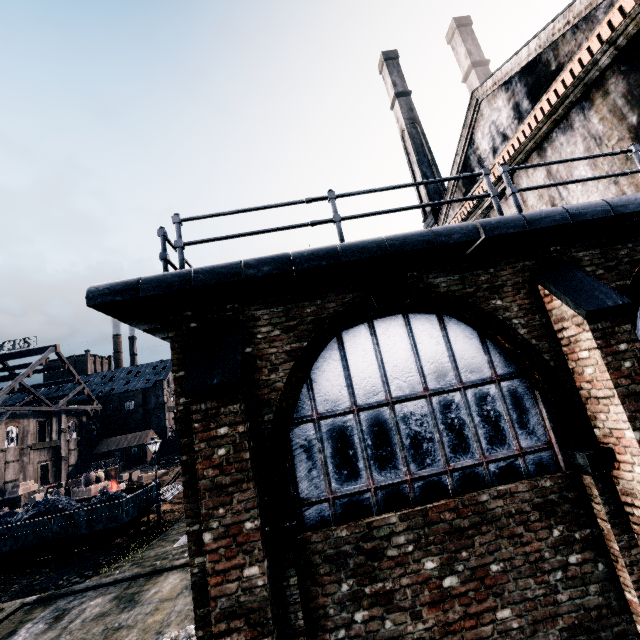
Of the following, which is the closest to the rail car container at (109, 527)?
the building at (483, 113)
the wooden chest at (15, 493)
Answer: the building at (483, 113)

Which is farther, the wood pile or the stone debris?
the wood pile

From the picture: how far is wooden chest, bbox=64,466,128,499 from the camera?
35.31m

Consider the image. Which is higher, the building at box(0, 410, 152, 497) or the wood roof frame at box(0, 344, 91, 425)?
the wood roof frame at box(0, 344, 91, 425)

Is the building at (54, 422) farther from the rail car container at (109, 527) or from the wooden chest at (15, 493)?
the rail car container at (109, 527)

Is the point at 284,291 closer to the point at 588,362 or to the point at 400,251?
the point at 400,251

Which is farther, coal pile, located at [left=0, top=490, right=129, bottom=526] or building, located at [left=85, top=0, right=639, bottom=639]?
coal pile, located at [left=0, top=490, right=129, bottom=526]

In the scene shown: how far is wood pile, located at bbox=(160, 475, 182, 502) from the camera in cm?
2847
